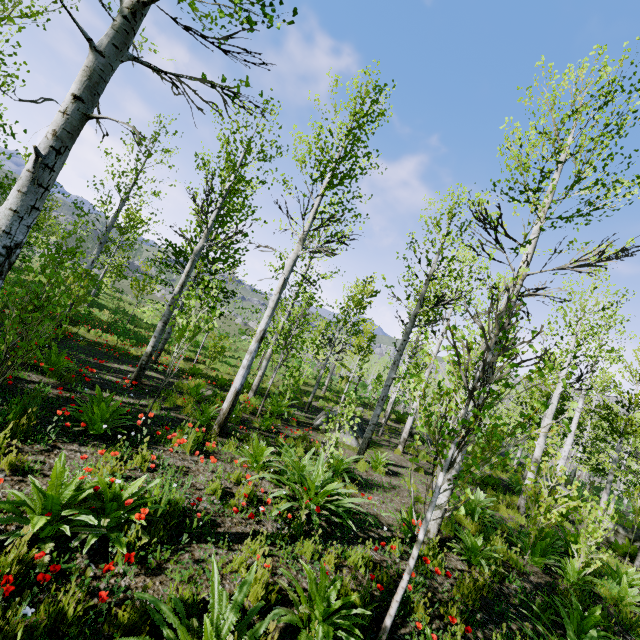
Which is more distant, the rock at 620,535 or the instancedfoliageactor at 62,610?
the rock at 620,535

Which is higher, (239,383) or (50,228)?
(50,228)

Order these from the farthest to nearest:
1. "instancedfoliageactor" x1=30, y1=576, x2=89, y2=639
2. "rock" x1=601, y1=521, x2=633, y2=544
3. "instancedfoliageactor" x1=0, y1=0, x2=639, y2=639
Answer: "rock" x1=601, y1=521, x2=633, y2=544, "instancedfoliageactor" x1=0, y1=0, x2=639, y2=639, "instancedfoliageactor" x1=30, y1=576, x2=89, y2=639

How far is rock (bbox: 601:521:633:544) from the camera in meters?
→ 12.2

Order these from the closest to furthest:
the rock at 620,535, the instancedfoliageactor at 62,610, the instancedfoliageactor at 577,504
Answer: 1. the instancedfoliageactor at 62,610
2. the instancedfoliageactor at 577,504
3. the rock at 620,535

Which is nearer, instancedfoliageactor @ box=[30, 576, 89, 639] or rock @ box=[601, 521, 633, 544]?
instancedfoliageactor @ box=[30, 576, 89, 639]

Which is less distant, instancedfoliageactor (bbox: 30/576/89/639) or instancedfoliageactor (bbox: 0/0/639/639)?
instancedfoliageactor (bbox: 30/576/89/639)

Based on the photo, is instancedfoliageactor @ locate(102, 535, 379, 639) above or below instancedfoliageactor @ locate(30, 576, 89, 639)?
above
